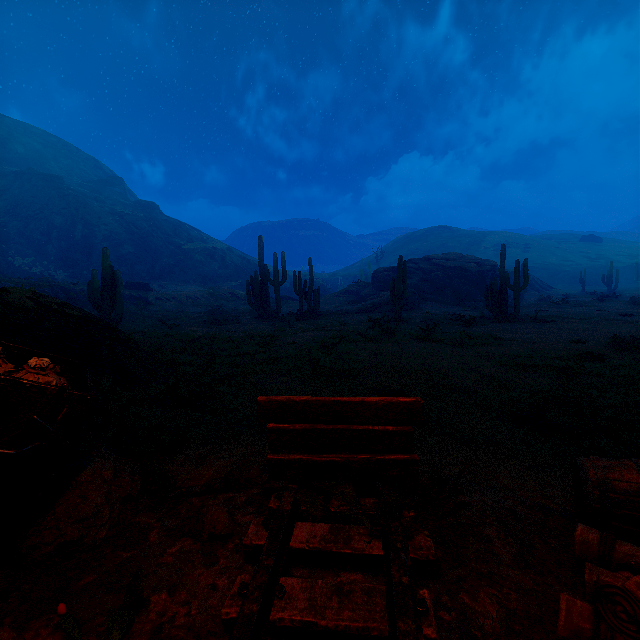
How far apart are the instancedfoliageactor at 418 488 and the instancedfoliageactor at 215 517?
0.71m

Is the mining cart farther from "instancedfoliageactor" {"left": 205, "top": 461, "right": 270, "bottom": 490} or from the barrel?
the barrel

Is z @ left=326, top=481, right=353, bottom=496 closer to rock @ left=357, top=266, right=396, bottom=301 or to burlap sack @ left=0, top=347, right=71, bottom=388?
burlap sack @ left=0, top=347, right=71, bottom=388

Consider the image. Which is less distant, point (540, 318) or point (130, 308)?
point (540, 318)

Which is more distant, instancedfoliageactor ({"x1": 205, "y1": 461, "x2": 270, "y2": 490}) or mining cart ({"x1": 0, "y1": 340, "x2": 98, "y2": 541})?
instancedfoliageactor ({"x1": 205, "y1": 461, "x2": 270, "y2": 490})

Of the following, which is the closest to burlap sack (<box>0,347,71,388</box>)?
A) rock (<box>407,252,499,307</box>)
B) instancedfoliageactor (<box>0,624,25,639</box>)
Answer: instancedfoliageactor (<box>0,624,25,639</box>)

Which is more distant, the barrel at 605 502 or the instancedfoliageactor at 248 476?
the instancedfoliageactor at 248 476

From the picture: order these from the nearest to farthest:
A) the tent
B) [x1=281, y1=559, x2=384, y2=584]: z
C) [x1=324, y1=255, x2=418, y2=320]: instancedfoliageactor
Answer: the tent, [x1=281, y1=559, x2=384, y2=584]: z, [x1=324, y1=255, x2=418, y2=320]: instancedfoliageactor
